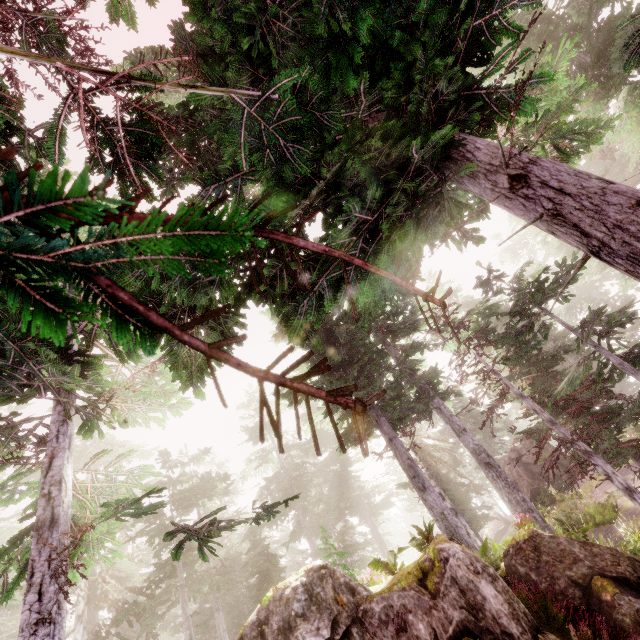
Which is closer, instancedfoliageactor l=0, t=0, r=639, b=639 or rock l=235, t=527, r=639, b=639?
instancedfoliageactor l=0, t=0, r=639, b=639

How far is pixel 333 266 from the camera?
5.2m

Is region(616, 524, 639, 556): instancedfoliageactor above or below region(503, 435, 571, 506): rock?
below

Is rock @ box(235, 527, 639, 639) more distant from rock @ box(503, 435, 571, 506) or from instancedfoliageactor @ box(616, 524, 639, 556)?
rock @ box(503, 435, 571, 506)

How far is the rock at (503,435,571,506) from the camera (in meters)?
23.61

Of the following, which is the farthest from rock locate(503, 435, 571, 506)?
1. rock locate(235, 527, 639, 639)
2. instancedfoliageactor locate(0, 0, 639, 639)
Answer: rock locate(235, 527, 639, 639)

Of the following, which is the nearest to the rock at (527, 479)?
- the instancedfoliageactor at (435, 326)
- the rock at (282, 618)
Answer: the instancedfoliageactor at (435, 326)

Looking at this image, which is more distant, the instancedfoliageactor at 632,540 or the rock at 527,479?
the rock at 527,479
